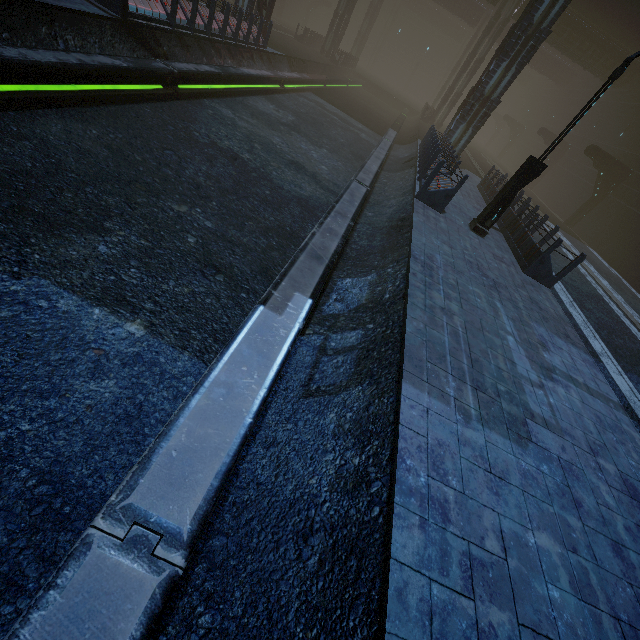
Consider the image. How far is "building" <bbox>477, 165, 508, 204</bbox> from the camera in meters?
15.4

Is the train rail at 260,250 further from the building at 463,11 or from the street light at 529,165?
the street light at 529,165

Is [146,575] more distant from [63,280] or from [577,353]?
[577,353]

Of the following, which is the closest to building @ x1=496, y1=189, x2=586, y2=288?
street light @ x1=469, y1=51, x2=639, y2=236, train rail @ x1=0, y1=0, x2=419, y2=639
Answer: train rail @ x1=0, y1=0, x2=419, y2=639

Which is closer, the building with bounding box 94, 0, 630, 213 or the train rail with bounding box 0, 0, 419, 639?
the train rail with bounding box 0, 0, 419, 639

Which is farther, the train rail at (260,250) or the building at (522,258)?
the building at (522,258)
